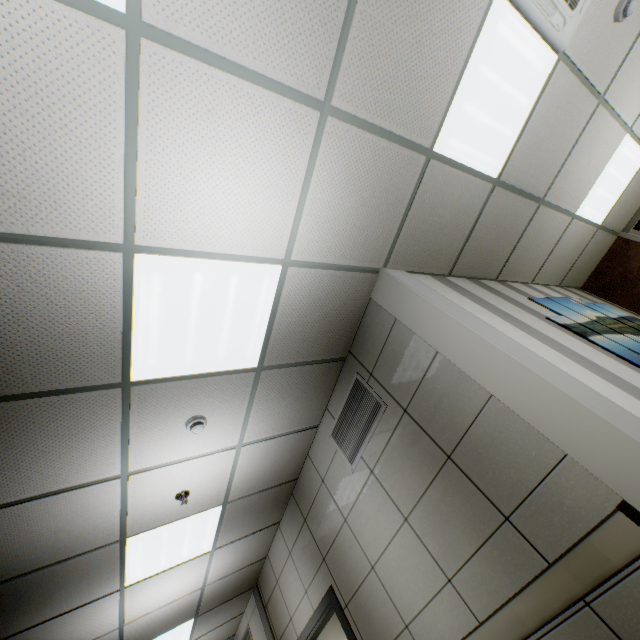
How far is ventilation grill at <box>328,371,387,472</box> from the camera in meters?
3.1

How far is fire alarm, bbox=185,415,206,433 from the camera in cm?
269

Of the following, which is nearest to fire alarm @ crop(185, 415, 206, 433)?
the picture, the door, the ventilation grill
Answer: the ventilation grill

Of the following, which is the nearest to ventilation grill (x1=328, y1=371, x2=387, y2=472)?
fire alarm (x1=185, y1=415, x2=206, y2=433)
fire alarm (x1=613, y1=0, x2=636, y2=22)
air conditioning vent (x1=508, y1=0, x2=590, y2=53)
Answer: fire alarm (x1=185, y1=415, x2=206, y2=433)

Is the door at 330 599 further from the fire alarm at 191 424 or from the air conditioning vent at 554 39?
the air conditioning vent at 554 39

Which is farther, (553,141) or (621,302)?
(621,302)

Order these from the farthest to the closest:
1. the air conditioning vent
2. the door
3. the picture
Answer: the door → the picture → the air conditioning vent

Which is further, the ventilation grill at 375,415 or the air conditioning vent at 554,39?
the ventilation grill at 375,415
